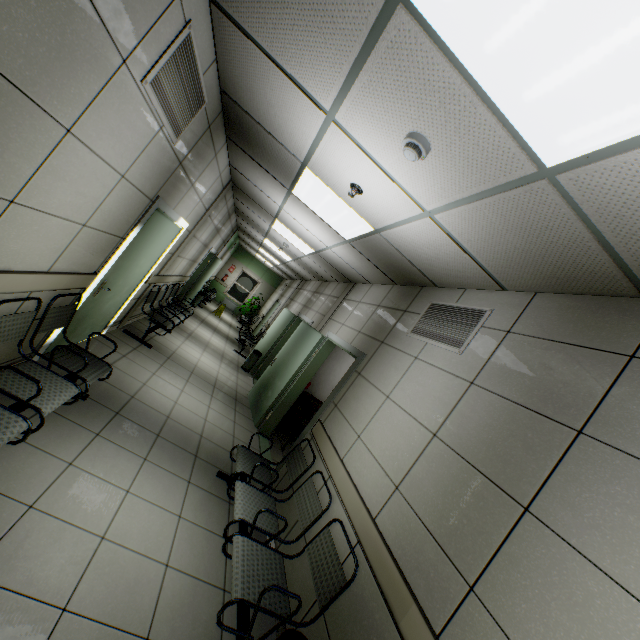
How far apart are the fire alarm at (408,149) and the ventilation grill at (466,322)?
1.5 meters

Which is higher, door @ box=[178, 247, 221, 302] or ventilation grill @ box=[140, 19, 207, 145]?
ventilation grill @ box=[140, 19, 207, 145]

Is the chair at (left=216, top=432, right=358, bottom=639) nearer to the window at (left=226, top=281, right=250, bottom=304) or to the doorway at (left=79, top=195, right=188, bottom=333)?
the doorway at (left=79, top=195, right=188, bottom=333)

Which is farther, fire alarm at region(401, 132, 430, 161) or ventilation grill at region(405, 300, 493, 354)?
ventilation grill at region(405, 300, 493, 354)

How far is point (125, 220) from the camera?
3.1 meters

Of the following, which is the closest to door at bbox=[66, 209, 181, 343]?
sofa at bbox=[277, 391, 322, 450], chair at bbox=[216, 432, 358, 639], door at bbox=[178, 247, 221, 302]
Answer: chair at bbox=[216, 432, 358, 639]

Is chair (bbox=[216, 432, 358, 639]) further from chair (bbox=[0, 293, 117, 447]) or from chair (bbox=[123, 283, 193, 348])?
chair (bbox=[123, 283, 193, 348])

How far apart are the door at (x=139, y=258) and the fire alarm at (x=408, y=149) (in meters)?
2.80
